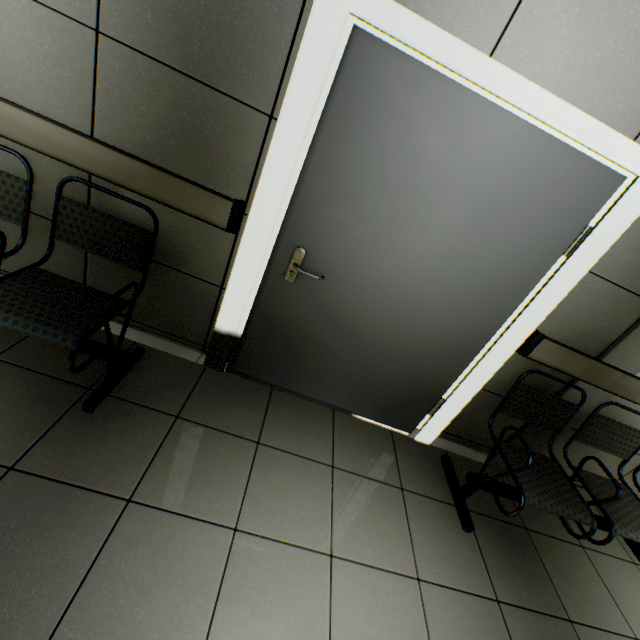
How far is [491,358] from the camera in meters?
2.1 m

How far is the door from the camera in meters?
1.5

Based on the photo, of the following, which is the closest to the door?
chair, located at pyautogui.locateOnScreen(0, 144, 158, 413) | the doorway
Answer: the doorway

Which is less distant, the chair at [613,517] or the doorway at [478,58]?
the doorway at [478,58]

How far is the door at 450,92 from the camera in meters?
1.5 m

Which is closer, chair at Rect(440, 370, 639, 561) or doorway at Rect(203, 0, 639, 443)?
doorway at Rect(203, 0, 639, 443)

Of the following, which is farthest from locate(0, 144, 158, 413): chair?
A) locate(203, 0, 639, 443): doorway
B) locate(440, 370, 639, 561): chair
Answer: locate(440, 370, 639, 561): chair

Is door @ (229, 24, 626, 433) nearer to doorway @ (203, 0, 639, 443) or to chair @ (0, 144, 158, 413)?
doorway @ (203, 0, 639, 443)
